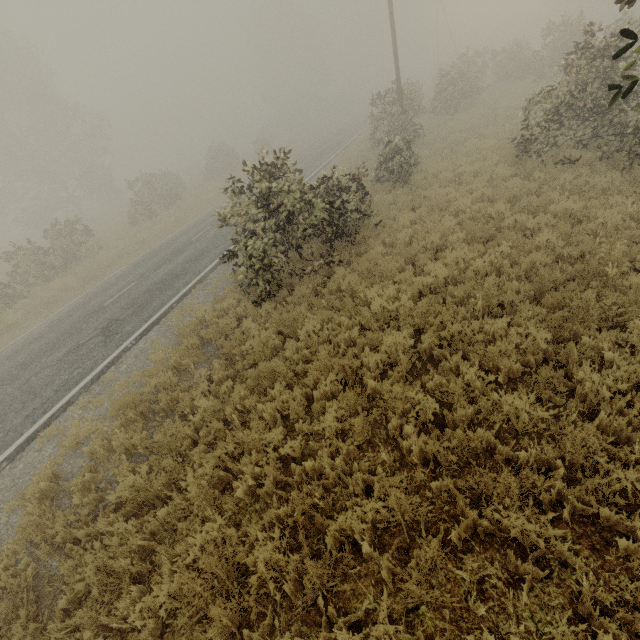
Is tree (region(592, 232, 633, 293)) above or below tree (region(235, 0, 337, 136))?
below

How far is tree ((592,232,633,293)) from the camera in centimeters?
559cm

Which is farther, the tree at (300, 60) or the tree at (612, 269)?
the tree at (300, 60)

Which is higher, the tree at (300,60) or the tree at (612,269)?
the tree at (300,60)

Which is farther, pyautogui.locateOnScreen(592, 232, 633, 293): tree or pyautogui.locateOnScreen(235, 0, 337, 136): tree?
pyautogui.locateOnScreen(235, 0, 337, 136): tree

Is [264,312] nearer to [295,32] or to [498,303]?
[498,303]
